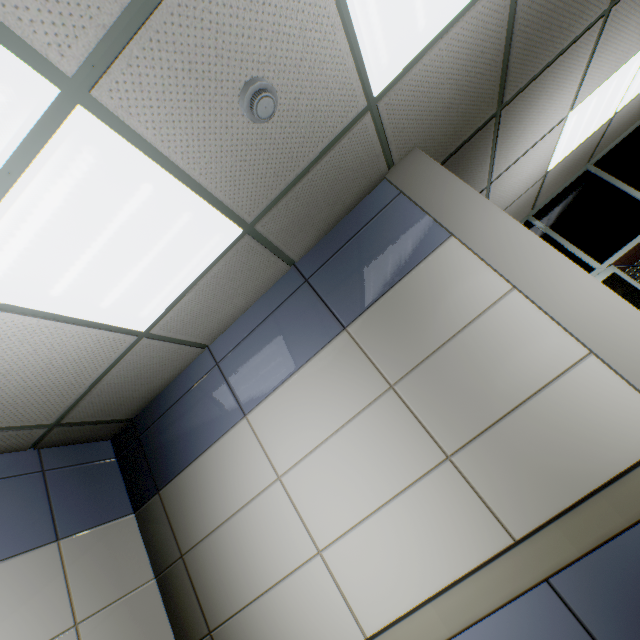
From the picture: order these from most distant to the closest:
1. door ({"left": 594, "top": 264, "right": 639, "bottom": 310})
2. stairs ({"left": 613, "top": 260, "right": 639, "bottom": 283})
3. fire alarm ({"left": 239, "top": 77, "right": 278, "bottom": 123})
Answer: stairs ({"left": 613, "top": 260, "right": 639, "bottom": 283}) → door ({"left": 594, "top": 264, "right": 639, "bottom": 310}) → fire alarm ({"left": 239, "top": 77, "right": 278, "bottom": 123})

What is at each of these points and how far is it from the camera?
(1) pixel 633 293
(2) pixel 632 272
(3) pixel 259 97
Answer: (1) door, 4.3 meters
(2) stairs, 12.7 meters
(3) fire alarm, 1.4 meters

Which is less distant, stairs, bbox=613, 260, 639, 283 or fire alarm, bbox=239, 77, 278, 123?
fire alarm, bbox=239, 77, 278, 123

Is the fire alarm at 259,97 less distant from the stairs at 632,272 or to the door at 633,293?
the door at 633,293

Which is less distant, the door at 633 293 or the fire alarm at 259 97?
the fire alarm at 259 97

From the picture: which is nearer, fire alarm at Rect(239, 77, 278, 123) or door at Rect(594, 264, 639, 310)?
fire alarm at Rect(239, 77, 278, 123)

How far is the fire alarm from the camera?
1.4 meters

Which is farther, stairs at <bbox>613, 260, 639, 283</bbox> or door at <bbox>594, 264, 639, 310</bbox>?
stairs at <bbox>613, 260, 639, 283</bbox>
